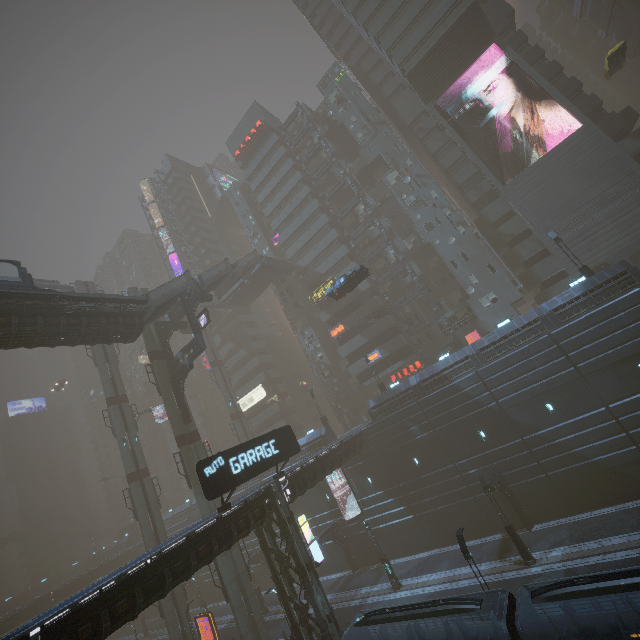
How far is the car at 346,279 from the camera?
28.8 meters

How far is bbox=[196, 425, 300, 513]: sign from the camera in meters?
16.8

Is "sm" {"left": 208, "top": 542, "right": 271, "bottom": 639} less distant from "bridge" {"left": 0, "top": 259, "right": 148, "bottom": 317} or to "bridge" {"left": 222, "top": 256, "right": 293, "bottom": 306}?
"bridge" {"left": 0, "top": 259, "right": 148, "bottom": 317}

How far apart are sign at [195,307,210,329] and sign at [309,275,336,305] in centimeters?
1998cm

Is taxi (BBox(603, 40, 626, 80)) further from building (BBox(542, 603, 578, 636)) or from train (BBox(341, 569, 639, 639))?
train (BBox(341, 569, 639, 639))

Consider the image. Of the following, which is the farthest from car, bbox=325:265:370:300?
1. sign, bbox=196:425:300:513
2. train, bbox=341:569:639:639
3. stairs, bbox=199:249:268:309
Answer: train, bbox=341:569:639:639

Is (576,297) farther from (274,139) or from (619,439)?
(274,139)

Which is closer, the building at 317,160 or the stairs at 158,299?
the stairs at 158,299
